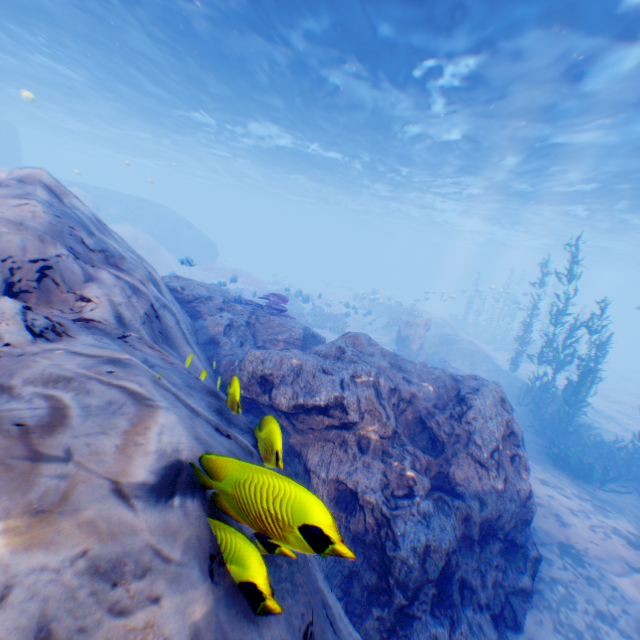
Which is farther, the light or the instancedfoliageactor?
the instancedfoliageactor

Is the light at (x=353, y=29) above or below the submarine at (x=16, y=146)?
above

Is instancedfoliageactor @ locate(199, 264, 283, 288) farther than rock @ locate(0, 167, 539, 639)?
Yes

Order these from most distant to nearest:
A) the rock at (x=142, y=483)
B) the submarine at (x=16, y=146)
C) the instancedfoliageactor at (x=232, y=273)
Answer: the submarine at (x=16, y=146) < the instancedfoliageactor at (x=232, y=273) < the rock at (x=142, y=483)

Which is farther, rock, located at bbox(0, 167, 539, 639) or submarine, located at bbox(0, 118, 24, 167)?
submarine, located at bbox(0, 118, 24, 167)

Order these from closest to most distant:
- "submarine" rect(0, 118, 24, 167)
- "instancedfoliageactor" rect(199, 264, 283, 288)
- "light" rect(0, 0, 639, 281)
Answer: "light" rect(0, 0, 639, 281)
"instancedfoliageactor" rect(199, 264, 283, 288)
"submarine" rect(0, 118, 24, 167)

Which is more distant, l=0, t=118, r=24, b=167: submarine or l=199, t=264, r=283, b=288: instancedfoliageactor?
l=0, t=118, r=24, b=167: submarine

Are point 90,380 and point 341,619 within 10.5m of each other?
yes
